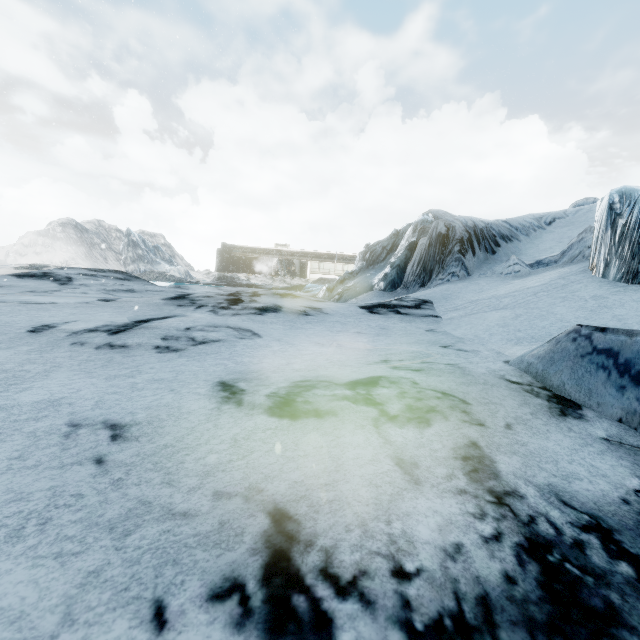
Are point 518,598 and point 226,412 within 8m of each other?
yes
